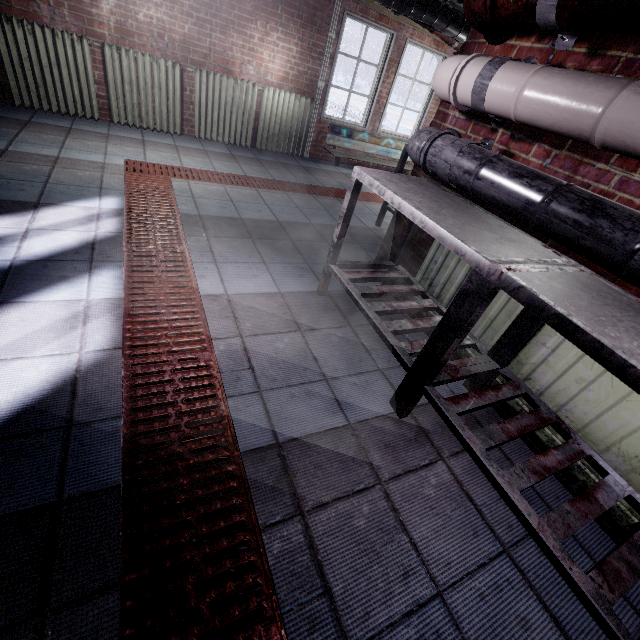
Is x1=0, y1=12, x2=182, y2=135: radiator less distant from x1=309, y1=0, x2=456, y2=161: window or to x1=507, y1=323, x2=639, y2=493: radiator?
x1=309, y1=0, x2=456, y2=161: window

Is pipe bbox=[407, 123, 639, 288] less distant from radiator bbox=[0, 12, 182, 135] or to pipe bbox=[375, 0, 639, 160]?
pipe bbox=[375, 0, 639, 160]

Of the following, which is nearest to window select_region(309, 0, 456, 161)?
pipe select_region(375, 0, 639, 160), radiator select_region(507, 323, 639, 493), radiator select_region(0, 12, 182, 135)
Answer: radiator select_region(0, 12, 182, 135)

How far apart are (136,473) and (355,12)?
5.9 meters

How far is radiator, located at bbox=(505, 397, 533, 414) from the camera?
1.6m

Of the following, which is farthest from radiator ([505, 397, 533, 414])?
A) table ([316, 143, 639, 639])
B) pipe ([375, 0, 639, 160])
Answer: pipe ([375, 0, 639, 160])

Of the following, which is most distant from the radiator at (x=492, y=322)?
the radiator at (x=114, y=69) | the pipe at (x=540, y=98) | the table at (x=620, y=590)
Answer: the radiator at (x=114, y=69)

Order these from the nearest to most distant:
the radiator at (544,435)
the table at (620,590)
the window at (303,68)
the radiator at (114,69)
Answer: the table at (620,590), the radiator at (544,435), the radiator at (114,69), the window at (303,68)
